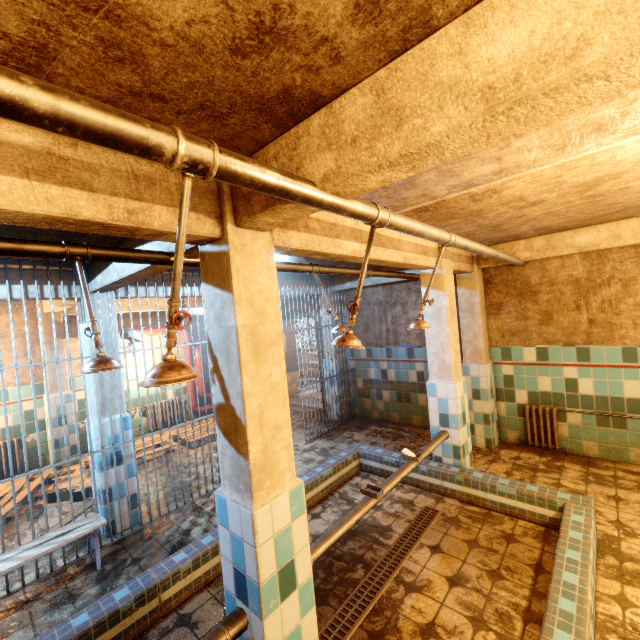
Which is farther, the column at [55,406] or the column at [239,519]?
the column at [55,406]

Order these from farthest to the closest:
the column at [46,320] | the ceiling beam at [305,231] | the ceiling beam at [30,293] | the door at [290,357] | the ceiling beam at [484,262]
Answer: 1. the door at [290,357]
2. the column at [46,320]
3. the ceiling beam at [484,262]
4. the ceiling beam at [30,293]
5. the ceiling beam at [305,231]

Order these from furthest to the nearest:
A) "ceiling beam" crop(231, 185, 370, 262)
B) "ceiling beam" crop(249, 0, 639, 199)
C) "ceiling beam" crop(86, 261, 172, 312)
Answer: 1. "ceiling beam" crop(86, 261, 172, 312)
2. "ceiling beam" crop(231, 185, 370, 262)
3. "ceiling beam" crop(249, 0, 639, 199)

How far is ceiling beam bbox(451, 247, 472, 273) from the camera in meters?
4.2 m

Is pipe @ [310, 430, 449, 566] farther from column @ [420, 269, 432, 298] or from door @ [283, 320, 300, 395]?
door @ [283, 320, 300, 395]

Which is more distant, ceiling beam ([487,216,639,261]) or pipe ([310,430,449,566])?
ceiling beam ([487,216,639,261])

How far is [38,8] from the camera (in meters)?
0.77

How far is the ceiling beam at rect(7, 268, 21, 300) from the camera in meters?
3.1 m
